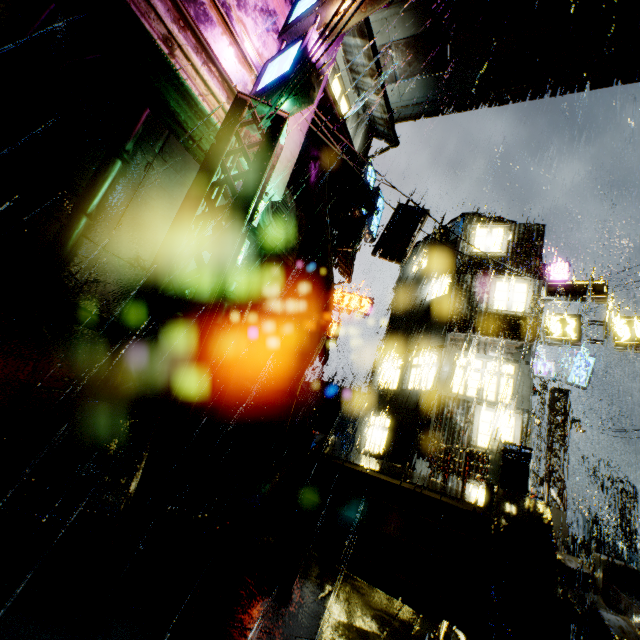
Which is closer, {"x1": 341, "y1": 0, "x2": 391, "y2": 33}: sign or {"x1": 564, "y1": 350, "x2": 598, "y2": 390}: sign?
{"x1": 341, "y1": 0, "x2": 391, "y2": 33}: sign

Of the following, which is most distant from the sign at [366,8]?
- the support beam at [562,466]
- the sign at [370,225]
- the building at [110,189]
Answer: the support beam at [562,466]

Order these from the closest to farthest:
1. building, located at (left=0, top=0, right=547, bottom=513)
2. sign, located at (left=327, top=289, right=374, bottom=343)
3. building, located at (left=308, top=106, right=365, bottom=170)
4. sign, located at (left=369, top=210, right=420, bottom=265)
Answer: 1. building, located at (left=0, top=0, right=547, bottom=513)
2. building, located at (left=308, top=106, right=365, bottom=170)
3. sign, located at (left=369, top=210, right=420, bottom=265)
4. sign, located at (left=327, top=289, right=374, bottom=343)

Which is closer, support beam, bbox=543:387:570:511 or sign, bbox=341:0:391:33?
sign, bbox=341:0:391:33

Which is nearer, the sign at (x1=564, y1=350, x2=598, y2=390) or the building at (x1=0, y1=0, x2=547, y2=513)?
the building at (x1=0, y1=0, x2=547, y2=513)

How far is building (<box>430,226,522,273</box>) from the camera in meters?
15.5 m

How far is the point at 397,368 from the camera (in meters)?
18.38

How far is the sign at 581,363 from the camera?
20.8 meters
